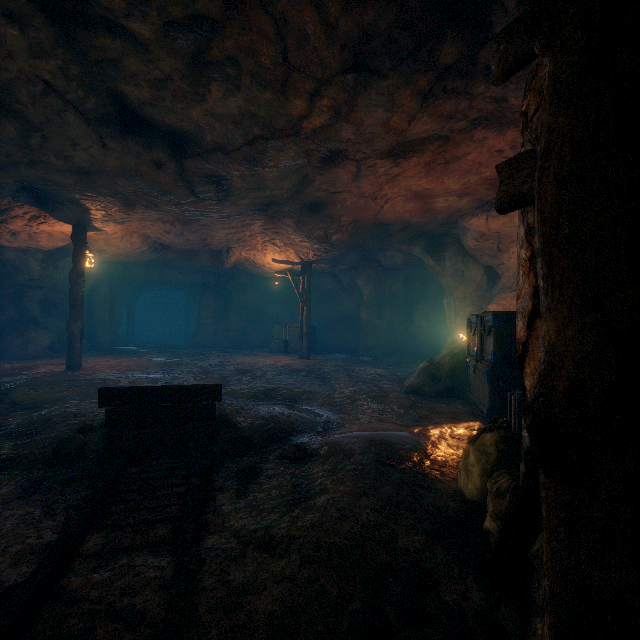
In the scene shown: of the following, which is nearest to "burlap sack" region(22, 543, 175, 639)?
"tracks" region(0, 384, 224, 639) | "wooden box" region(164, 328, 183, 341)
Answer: "tracks" region(0, 384, 224, 639)

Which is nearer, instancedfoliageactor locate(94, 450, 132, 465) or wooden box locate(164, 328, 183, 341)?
instancedfoliageactor locate(94, 450, 132, 465)

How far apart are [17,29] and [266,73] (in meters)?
2.93

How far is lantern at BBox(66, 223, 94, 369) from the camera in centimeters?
1030cm

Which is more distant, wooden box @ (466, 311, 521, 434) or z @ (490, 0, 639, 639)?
wooden box @ (466, 311, 521, 434)

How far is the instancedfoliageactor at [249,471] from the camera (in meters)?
3.04

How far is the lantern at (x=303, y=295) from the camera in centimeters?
1536cm

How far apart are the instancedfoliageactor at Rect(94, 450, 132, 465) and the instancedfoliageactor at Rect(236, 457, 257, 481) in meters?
0.9
